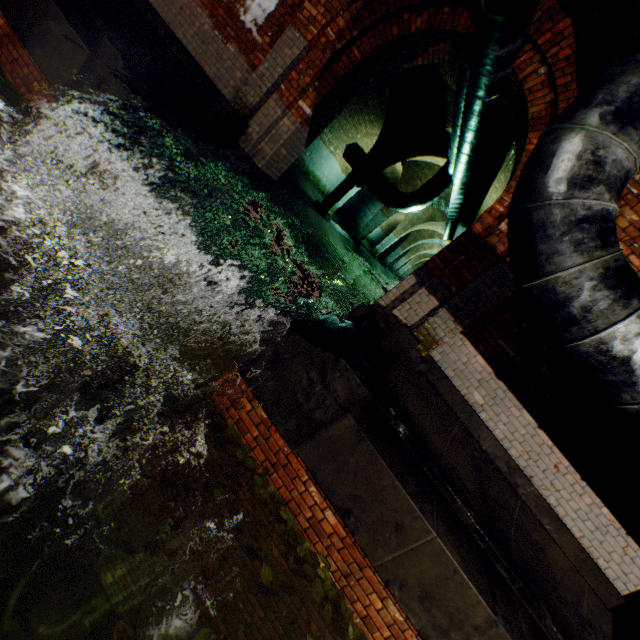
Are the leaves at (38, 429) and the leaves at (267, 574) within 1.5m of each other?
no

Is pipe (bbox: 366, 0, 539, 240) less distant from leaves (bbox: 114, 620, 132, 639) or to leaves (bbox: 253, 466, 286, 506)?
leaves (bbox: 253, 466, 286, 506)

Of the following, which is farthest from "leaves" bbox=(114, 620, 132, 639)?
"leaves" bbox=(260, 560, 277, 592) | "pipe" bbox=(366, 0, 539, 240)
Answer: "pipe" bbox=(366, 0, 539, 240)

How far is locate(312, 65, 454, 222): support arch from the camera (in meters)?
8.19

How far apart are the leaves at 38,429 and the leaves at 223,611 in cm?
176

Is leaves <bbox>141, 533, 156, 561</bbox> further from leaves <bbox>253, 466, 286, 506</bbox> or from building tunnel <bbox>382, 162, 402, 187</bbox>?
building tunnel <bbox>382, 162, 402, 187</bbox>

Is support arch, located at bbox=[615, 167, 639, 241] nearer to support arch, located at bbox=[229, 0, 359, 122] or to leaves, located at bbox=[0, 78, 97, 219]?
support arch, located at bbox=[229, 0, 359, 122]

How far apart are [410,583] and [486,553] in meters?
1.1 m
